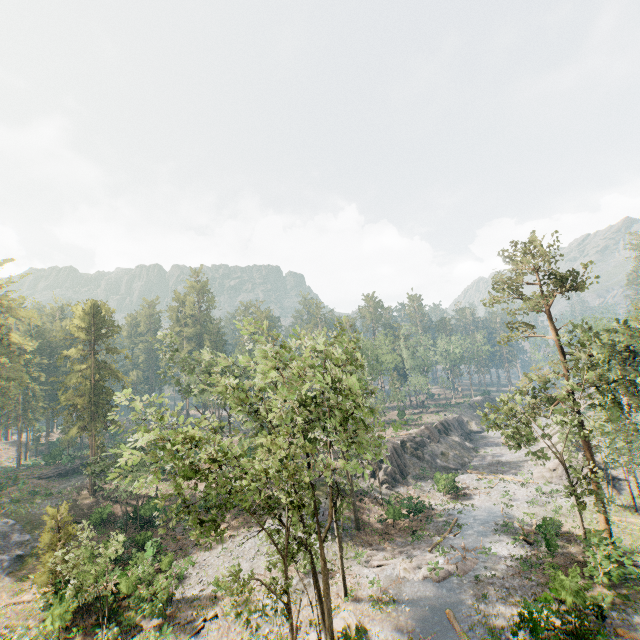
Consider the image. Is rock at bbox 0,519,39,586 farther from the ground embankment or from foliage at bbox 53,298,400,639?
the ground embankment

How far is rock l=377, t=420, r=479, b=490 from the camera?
42.1 meters

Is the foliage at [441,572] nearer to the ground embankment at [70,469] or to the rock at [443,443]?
the ground embankment at [70,469]

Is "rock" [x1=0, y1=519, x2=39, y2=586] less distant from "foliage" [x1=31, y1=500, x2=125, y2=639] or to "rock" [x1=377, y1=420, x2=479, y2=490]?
"foliage" [x1=31, y1=500, x2=125, y2=639]

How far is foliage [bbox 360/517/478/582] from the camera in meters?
24.8 m

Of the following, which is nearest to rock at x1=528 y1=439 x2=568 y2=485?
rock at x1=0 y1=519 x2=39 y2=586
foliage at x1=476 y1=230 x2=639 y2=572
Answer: foliage at x1=476 y1=230 x2=639 y2=572

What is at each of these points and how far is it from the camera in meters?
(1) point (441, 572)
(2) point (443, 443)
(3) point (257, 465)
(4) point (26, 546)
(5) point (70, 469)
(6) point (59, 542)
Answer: (1) foliage, 24.8 m
(2) rock, 53.6 m
(3) foliage, 19.0 m
(4) rock, 33.2 m
(5) ground embankment, 54.2 m
(6) foliage, 24.8 m

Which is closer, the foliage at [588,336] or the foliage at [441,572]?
the foliage at [588,336]
